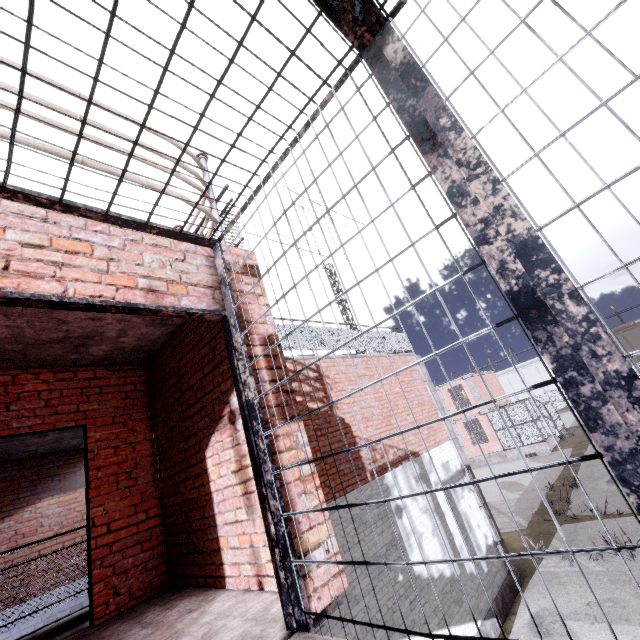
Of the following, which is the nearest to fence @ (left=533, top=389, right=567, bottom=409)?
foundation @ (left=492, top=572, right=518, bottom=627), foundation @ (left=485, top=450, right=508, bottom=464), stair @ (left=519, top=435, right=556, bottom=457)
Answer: foundation @ (left=492, top=572, right=518, bottom=627)

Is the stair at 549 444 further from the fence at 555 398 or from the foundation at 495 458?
the fence at 555 398

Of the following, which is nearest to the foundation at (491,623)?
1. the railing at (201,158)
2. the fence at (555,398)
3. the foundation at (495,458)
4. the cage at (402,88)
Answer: the fence at (555,398)

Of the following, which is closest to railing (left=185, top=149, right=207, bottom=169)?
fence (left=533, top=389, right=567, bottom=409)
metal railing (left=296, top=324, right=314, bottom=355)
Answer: metal railing (left=296, top=324, right=314, bottom=355)

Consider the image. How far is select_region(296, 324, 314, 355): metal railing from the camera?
7.9 meters

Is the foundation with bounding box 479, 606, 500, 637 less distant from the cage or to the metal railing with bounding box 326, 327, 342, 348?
the metal railing with bounding box 326, 327, 342, 348

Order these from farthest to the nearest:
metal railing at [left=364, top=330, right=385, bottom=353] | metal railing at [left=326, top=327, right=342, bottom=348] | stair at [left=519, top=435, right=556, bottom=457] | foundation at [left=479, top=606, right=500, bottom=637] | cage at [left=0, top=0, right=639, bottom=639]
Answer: stair at [left=519, top=435, right=556, bottom=457]
metal railing at [left=364, top=330, right=385, bottom=353]
metal railing at [left=326, top=327, right=342, bottom=348]
foundation at [left=479, top=606, right=500, bottom=637]
cage at [left=0, top=0, right=639, bottom=639]

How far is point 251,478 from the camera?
3.02m
